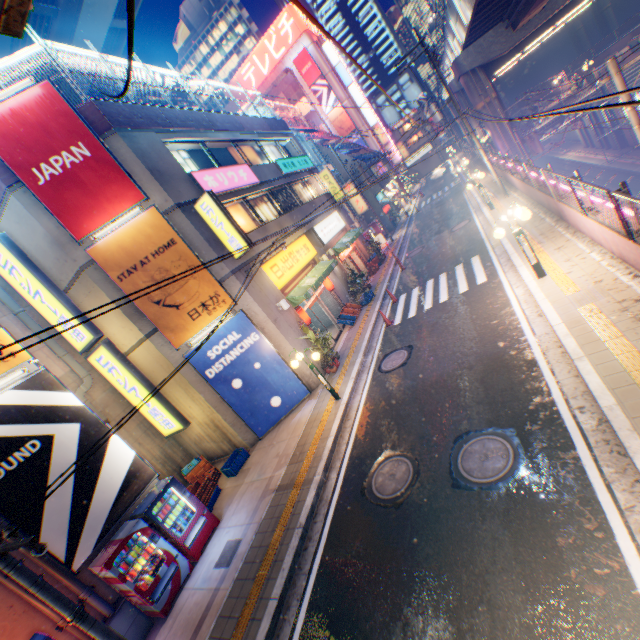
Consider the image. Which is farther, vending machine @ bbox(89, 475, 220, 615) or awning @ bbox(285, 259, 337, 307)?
awning @ bbox(285, 259, 337, 307)

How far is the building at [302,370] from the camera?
13.1 meters

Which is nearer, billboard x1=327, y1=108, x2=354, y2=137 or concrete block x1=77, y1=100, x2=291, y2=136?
concrete block x1=77, y1=100, x2=291, y2=136

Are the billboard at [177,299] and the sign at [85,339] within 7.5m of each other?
yes

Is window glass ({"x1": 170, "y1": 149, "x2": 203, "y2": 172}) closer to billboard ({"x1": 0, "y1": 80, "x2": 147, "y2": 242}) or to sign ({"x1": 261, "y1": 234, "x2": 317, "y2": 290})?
billboard ({"x1": 0, "y1": 80, "x2": 147, "y2": 242})

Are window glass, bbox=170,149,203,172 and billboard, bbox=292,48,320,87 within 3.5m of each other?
no

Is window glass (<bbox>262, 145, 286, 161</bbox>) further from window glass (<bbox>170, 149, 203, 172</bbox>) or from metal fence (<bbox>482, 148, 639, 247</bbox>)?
window glass (<bbox>170, 149, 203, 172</bbox>)

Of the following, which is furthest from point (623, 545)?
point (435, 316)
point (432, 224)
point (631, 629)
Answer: point (432, 224)
